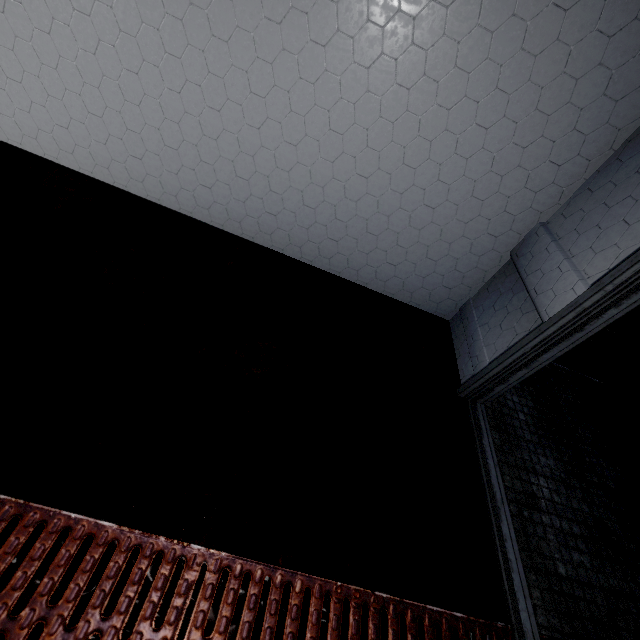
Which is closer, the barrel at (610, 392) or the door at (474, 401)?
the door at (474, 401)

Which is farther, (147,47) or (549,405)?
(549,405)

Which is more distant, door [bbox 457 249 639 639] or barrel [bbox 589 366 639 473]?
barrel [bbox 589 366 639 473]
